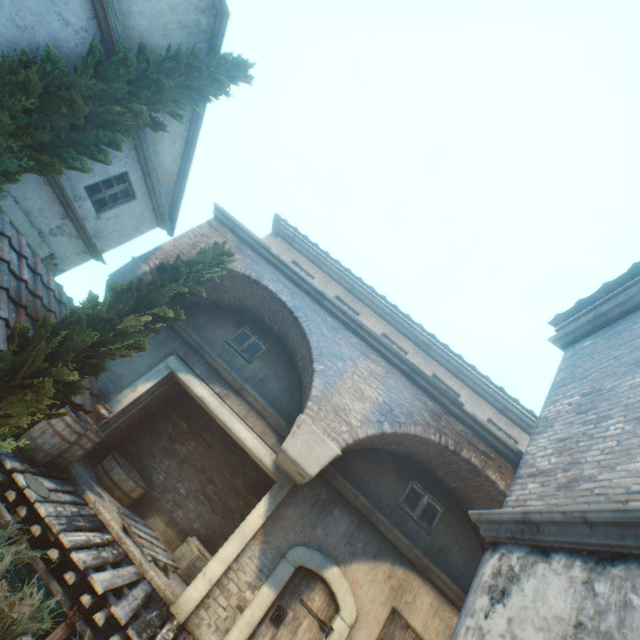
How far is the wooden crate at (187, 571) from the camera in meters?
7.6

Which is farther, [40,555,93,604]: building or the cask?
→ the cask

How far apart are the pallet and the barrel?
1.5m

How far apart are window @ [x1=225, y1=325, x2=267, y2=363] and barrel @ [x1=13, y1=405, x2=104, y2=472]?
3.5 meters

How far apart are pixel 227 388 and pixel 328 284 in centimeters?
484cm

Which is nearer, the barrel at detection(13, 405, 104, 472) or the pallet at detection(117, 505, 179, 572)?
the barrel at detection(13, 405, 104, 472)

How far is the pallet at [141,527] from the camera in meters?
6.8

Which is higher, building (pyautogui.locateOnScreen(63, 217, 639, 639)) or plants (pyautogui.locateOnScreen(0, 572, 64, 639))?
building (pyautogui.locateOnScreen(63, 217, 639, 639))
